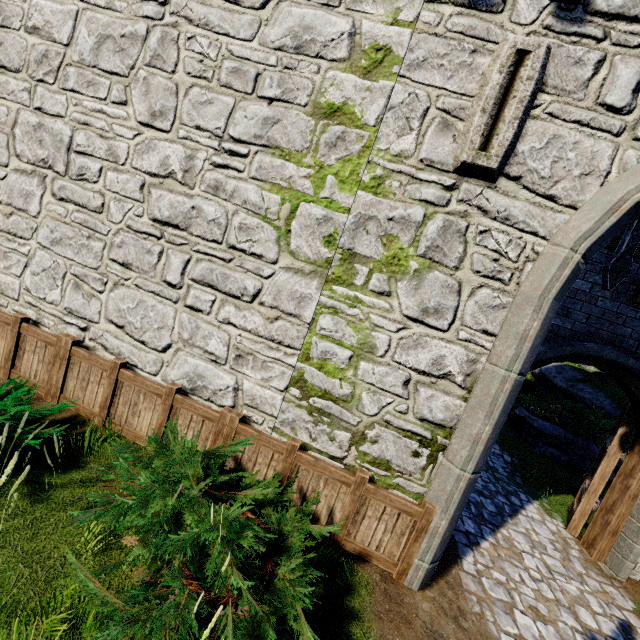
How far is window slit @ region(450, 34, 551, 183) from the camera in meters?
3.6 m

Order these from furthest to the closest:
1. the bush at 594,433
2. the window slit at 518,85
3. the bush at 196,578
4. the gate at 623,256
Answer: the bush at 594,433 → the gate at 623,256 → the window slit at 518,85 → the bush at 196,578

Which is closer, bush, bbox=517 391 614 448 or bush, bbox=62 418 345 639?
bush, bbox=62 418 345 639

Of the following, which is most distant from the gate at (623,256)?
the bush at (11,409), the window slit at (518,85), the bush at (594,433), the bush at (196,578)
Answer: the bush at (594,433)

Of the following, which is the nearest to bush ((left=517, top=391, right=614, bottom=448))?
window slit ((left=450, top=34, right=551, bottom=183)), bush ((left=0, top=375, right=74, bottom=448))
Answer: window slit ((left=450, top=34, right=551, bottom=183))

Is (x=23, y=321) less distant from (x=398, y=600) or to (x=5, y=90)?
(x=5, y=90)

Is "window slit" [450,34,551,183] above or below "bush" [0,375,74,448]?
above

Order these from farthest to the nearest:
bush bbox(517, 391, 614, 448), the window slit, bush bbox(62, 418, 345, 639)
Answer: bush bbox(517, 391, 614, 448) < the window slit < bush bbox(62, 418, 345, 639)
